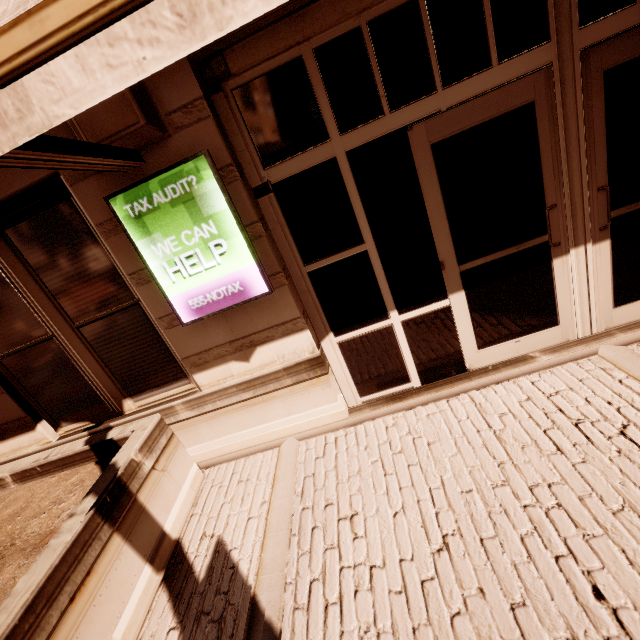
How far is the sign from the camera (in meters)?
2.67

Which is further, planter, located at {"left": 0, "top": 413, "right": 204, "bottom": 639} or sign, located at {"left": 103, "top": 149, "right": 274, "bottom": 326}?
sign, located at {"left": 103, "top": 149, "right": 274, "bottom": 326}

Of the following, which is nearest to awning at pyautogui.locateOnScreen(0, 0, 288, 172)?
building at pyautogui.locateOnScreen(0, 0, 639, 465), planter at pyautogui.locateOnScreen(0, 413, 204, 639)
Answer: building at pyautogui.locateOnScreen(0, 0, 639, 465)

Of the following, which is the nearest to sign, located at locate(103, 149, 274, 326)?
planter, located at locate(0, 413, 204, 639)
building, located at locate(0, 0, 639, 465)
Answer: building, located at locate(0, 0, 639, 465)

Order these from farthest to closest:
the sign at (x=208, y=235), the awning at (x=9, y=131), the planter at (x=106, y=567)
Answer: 1. the sign at (x=208, y=235)
2. the planter at (x=106, y=567)
3. the awning at (x=9, y=131)

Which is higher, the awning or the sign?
the awning

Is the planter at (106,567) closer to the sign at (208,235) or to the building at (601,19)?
the building at (601,19)

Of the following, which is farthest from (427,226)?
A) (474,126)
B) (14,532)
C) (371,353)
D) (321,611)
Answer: (14,532)
